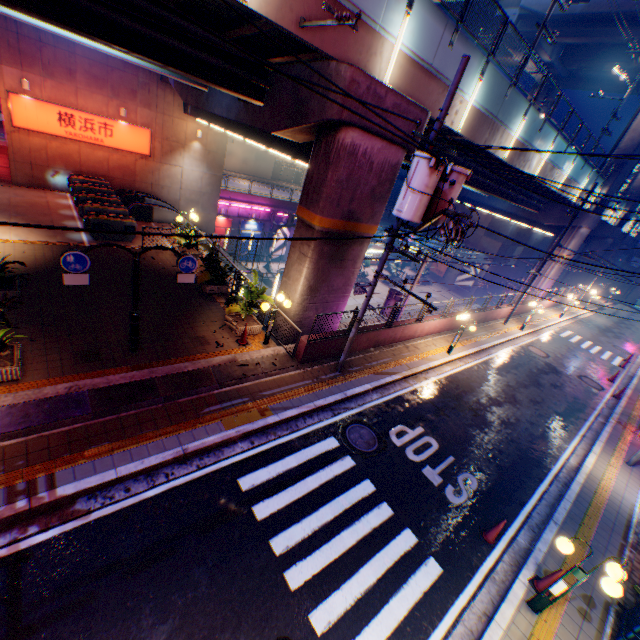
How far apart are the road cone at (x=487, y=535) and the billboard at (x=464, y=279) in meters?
44.1 m

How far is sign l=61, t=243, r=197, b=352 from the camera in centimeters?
759cm

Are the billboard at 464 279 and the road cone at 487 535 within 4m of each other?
no

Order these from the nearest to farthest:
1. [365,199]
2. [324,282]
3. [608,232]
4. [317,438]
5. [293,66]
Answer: [317,438]
[293,66]
[365,199]
[324,282]
[608,232]

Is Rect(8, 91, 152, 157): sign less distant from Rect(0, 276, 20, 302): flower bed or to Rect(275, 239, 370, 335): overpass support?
Rect(275, 239, 370, 335): overpass support

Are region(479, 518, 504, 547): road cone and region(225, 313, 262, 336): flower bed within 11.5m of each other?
yes

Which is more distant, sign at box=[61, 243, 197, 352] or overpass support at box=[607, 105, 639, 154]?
overpass support at box=[607, 105, 639, 154]

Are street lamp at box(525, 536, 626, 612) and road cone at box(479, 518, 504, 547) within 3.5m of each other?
yes
